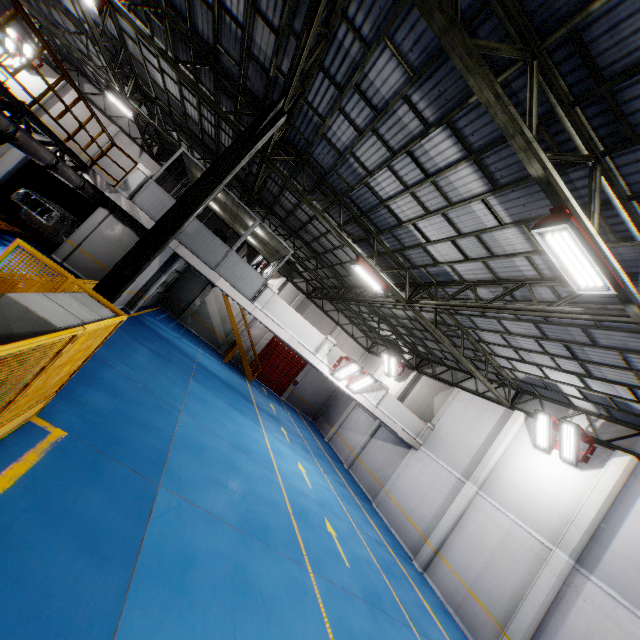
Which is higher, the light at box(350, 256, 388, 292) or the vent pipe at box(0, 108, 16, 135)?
the light at box(350, 256, 388, 292)

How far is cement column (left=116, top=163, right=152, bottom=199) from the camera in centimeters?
1236cm

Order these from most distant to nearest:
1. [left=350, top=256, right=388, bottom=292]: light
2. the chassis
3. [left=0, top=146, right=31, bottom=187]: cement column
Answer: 1. the chassis
2. [left=0, top=146, right=31, bottom=187]: cement column
3. [left=350, top=256, right=388, bottom=292]: light

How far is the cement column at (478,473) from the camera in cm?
1333

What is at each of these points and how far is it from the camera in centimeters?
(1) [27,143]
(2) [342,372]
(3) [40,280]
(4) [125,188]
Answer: (1) vent pipe, 810cm
(2) light, 1529cm
(3) metal panel, 540cm
(4) cement column, 1238cm

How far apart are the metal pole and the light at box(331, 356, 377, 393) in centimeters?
933cm

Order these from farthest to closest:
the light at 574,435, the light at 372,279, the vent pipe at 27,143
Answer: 1. the light at 372,279
2. the light at 574,435
3. the vent pipe at 27,143

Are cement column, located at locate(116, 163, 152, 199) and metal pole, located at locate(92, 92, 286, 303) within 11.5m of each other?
yes
